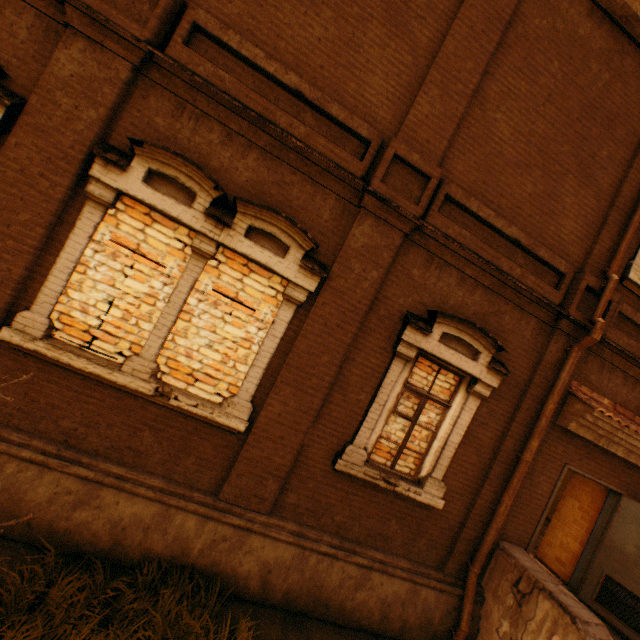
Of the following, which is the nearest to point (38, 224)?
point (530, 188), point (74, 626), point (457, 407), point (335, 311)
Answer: point (335, 311)

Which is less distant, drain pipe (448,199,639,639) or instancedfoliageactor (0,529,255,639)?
instancedfoliageactor (0,529,255,639)

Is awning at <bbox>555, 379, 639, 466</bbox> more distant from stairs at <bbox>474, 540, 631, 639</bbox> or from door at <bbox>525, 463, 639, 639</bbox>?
stairs at <bbox>474, 540, 631, 639</bbox>

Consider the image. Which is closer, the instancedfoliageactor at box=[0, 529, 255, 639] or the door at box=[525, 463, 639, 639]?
the instancedfoliageactor at box=[0, 529, 255, 639]

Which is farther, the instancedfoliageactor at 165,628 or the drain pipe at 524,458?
the drain pipe at 524,458

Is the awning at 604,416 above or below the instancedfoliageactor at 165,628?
above

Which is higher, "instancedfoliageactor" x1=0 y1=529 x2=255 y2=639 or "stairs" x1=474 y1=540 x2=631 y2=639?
"stairs" x1=474 y1=540 x2=631 y2=639

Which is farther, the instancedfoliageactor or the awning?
the awning
